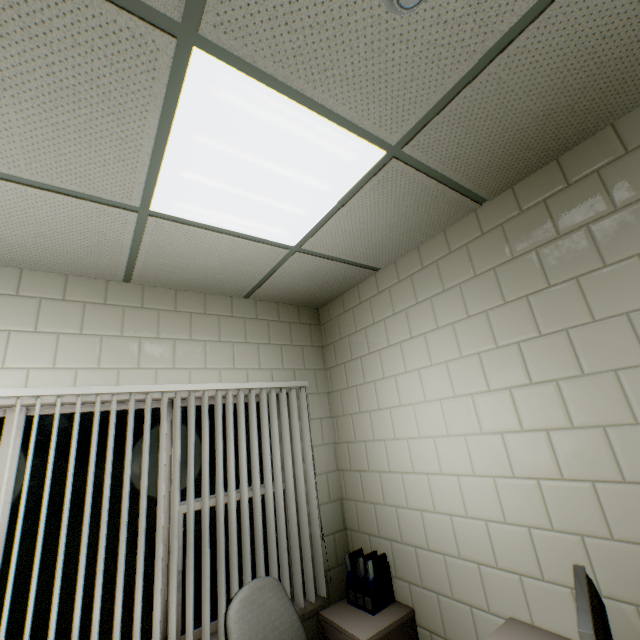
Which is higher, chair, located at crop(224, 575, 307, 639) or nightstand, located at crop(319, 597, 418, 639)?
chair, located at crop(224, 575, 307, 639)

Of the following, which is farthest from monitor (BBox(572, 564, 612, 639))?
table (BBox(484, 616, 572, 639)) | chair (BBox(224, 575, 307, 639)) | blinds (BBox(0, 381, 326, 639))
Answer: blinds (BBox(0, 381, 326, 639))

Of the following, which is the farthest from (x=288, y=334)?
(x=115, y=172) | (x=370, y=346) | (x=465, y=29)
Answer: (x=465, y=29)

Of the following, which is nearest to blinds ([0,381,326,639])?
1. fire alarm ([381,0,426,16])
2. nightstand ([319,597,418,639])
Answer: nightstand ([319,597,418,639])

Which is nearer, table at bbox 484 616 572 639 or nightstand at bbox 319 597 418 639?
table at bbox 484 616 572 639

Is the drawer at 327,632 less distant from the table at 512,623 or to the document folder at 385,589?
the document folder at 385,589

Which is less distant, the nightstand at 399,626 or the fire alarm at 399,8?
the fire alarm at 399,8

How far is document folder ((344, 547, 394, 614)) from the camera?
2.4 meters
